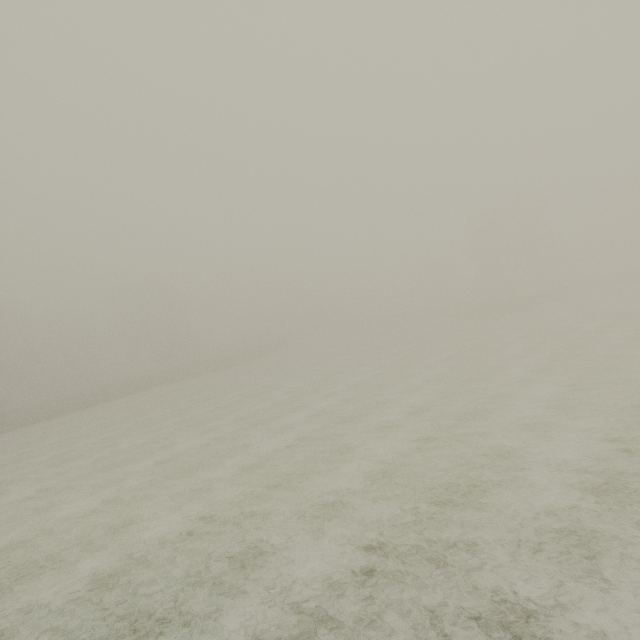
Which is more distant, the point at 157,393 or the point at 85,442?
the point at 157,393
